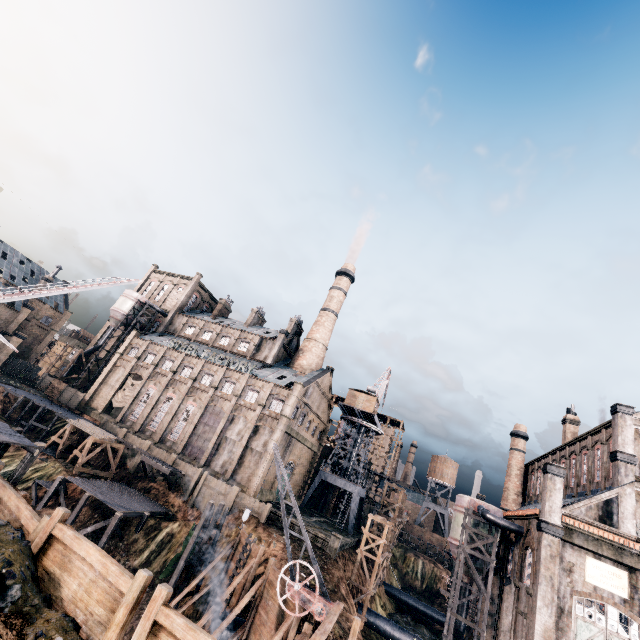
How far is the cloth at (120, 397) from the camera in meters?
53.6 m

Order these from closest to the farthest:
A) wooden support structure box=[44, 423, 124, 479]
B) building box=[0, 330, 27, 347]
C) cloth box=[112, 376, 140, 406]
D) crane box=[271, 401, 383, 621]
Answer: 1. crane box=[271, 401, 383, 621]
2. wooden support structure box=[44, 423, 124, 479]
3. cloth box=[112, 376, 140, 406]
4. building box=[0, 330, 27, 347]

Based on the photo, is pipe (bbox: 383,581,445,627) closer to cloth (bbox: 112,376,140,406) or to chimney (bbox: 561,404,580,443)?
chimney (bbox: 561,404,580,443)

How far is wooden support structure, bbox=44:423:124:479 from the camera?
38.5 meters

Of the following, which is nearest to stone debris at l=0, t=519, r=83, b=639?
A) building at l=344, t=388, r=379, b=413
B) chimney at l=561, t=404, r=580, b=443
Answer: building at l=344, t=388, r=379, b=413

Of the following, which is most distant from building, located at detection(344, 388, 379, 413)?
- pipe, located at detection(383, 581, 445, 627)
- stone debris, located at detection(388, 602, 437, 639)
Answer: stone debris, located at detection(388, 602, 437, 639)

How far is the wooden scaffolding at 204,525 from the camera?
26.5 meters

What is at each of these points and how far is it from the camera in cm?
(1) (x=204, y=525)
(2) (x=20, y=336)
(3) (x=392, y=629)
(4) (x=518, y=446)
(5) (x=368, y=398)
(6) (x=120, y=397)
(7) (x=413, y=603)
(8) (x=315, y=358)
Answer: (1) wooden scaffolding, 2867
(2) building, 5850
(3) pipe, 3503
(4) chimney, 5250
(5) building, 5619
(6) cloth, 5431
(7) pipe, 5084
(8) chimney, 5719
